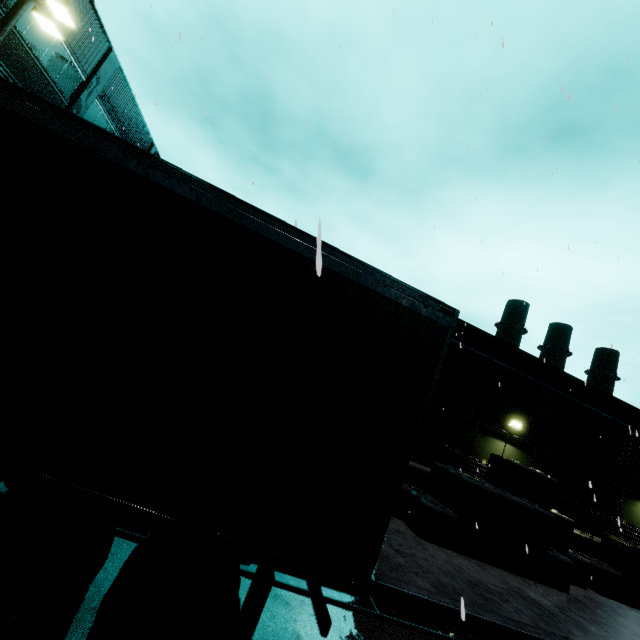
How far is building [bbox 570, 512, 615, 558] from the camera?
11.6m

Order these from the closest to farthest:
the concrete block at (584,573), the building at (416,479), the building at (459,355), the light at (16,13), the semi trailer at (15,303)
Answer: the semi trailer at (15,303), the concrete block at (584,573), the light at (16,13), the building at (416,479), the building at (459,355)

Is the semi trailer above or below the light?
below

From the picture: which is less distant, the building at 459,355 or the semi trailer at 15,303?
the semi trailer at 15,303

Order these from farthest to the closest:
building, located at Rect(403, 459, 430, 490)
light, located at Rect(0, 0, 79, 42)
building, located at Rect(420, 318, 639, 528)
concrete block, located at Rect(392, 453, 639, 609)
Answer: Result: building, located at Rect(420, 318, 639, 528) → building, located at Rect(403, 459, 430, 490) → light, located at Rect(0, 0, 79, 42) → concrete block, located at Rect(392, 453, 639, 609)

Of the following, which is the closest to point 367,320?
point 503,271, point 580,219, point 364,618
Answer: point 364,618

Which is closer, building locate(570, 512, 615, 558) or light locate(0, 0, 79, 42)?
light locate(0, 0, 79, 42)
